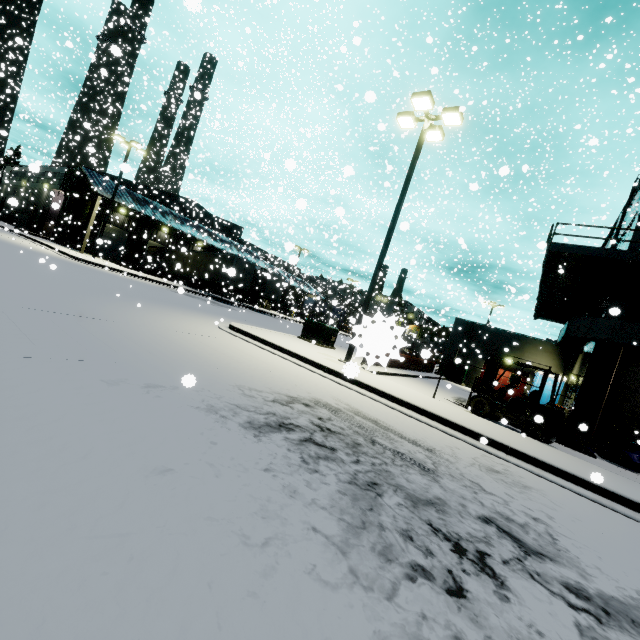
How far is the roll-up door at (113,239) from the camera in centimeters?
3422cm

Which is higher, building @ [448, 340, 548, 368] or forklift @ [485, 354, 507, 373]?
building @ [448, 340, 548, 368]

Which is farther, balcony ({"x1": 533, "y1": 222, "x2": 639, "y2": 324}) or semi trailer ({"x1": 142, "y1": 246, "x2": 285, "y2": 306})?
semi trailer ({"x1": 142, "y1": 246, "x2": 285, "y2": 306})

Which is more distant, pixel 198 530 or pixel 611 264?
pixel 611 264

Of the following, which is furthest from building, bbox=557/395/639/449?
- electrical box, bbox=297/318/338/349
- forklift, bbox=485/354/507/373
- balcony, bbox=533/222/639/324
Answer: forklift, bbox=485/354/507/373

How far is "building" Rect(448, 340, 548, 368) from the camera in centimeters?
2281cm

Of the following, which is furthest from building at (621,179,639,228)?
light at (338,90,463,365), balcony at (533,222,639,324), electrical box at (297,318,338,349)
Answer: electrical box at (297,318,338,349)

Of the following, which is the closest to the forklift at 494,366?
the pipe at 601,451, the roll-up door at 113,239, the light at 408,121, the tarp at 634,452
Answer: the pipe at 601,451
